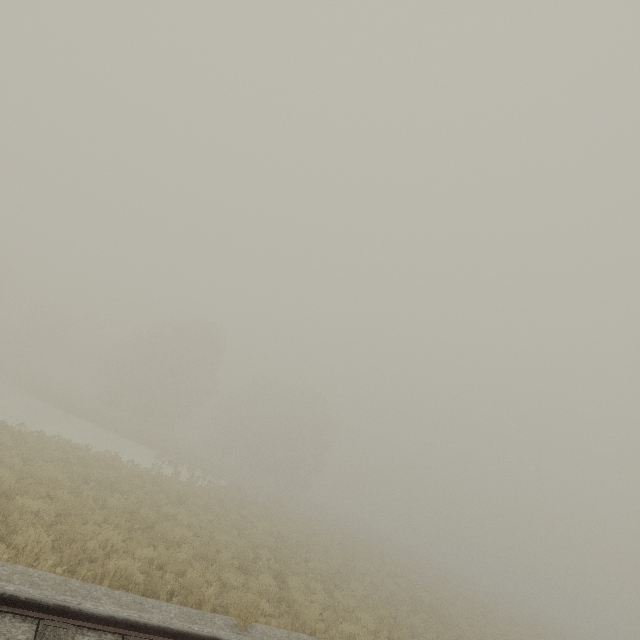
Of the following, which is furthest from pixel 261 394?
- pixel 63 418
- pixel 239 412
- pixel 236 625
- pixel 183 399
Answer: pixel 236 625
